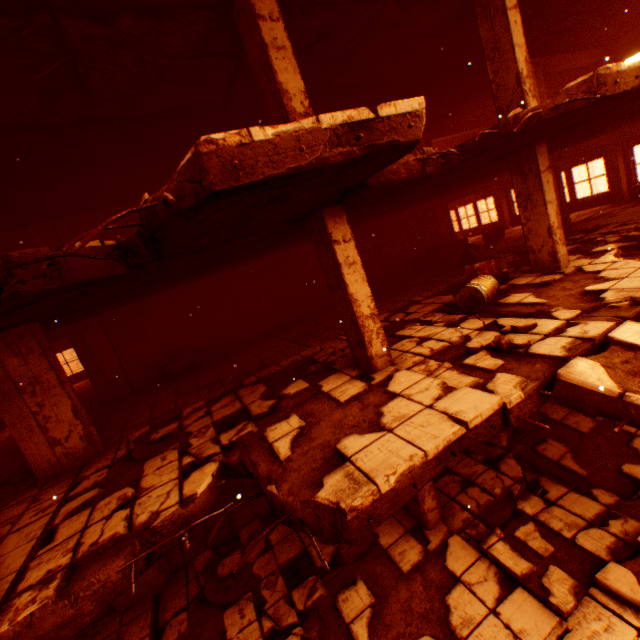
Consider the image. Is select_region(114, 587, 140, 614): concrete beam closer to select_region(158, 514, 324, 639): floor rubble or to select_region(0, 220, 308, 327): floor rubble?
select_region(158, 514, 324, 639): floor rubble

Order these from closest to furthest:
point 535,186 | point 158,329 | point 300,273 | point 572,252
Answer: point 535,186 < point 572,252 < point 158,329 < point 300,273

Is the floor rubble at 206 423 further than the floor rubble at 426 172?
No

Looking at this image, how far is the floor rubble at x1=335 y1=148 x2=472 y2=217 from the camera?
4.14m

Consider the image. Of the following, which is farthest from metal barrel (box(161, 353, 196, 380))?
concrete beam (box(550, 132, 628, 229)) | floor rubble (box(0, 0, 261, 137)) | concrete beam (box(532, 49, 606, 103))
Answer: concrete beam (box(532, 49, 606, 103))

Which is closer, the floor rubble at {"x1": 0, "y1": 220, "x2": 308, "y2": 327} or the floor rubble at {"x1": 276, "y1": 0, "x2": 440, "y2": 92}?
the floor rubble at {"x1": 0, "y1": 220, "x2": 308, "y2": 327}

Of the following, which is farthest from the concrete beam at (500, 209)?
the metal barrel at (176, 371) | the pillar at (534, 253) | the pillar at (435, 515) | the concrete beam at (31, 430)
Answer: the concrete beam at (31, 430)

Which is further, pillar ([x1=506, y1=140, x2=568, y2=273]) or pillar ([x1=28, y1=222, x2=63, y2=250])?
pillar ([x1=28, y1=222, x2=63, y2=250])
